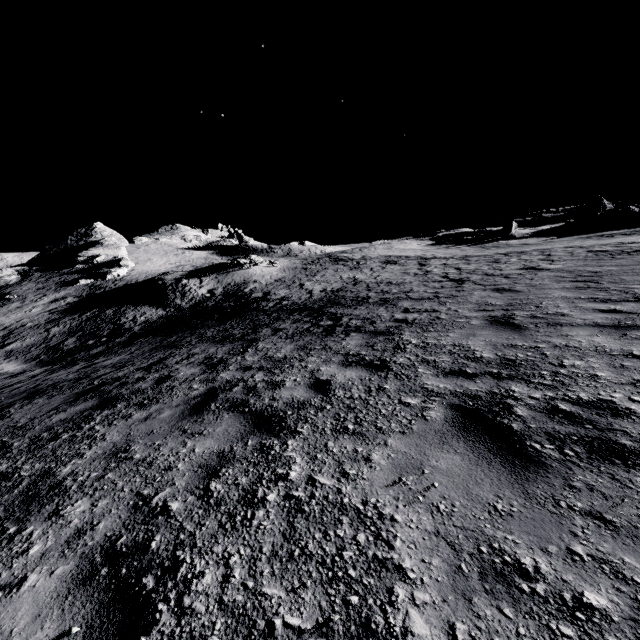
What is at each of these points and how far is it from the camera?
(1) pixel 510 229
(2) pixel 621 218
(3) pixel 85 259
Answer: (1) stone, 50.22m
(2) stone, 43.00m
(3) stone, 56.84m

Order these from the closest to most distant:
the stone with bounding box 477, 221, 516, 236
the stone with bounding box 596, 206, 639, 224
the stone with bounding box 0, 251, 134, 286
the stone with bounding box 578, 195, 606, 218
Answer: the stone with bounding box 596, 206, 639, 224, the stone with bounding box 0, 251, 134, 286, the stone with bounding box 477, 221, 516, 236, the stone with bounding box 578, 195, 606, 218

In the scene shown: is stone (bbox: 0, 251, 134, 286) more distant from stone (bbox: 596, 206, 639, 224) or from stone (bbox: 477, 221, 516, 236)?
stone (bbox: 596, 206, 639, 224)

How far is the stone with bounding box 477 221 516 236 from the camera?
50.22m

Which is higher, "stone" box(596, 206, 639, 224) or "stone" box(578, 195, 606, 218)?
"stone" box(578, 195, 606, 218)

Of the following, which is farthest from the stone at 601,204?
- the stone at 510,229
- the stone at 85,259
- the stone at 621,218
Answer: the stone at 85,259

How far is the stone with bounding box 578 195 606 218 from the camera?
50.75m

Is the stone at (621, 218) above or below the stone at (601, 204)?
below
